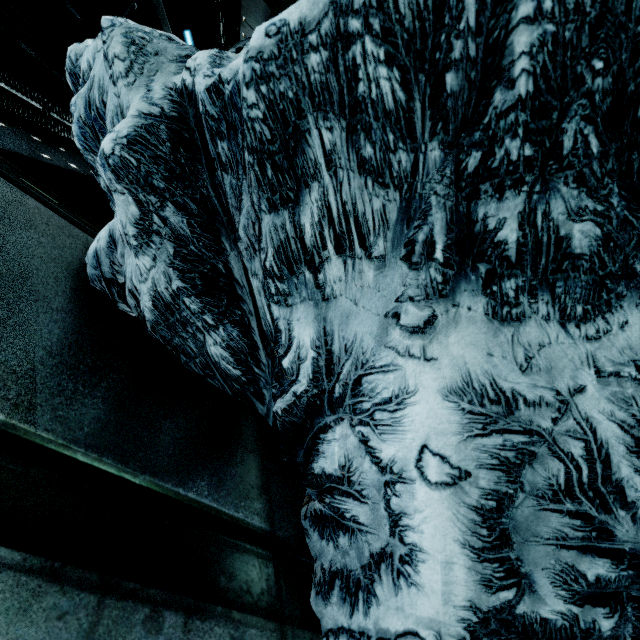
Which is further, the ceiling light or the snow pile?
the ceiling light

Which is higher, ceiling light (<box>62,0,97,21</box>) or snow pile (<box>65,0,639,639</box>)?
ceiling light (<box>62,0,97,21</box>)

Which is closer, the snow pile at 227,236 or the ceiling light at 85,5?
the snow pile at 227,236

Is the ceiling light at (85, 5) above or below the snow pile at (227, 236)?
above

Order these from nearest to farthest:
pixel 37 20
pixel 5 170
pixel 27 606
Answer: pixel 27 606 < pixel 5 170 < pixel 37 20
